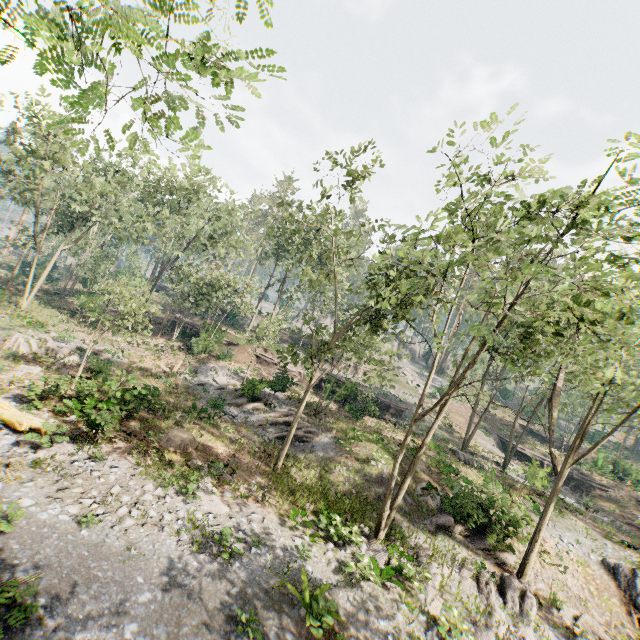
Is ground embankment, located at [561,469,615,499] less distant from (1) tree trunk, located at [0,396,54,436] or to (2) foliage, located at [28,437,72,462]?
(2) foliage, located at [28,437,72,462]

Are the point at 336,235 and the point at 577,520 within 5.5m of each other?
no

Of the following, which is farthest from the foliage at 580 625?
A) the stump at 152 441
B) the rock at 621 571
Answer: the stump at 152 441

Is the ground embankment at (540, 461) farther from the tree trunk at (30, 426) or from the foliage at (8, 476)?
the tree trunk at (30, 426)

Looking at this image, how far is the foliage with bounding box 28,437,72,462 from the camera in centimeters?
1186cm

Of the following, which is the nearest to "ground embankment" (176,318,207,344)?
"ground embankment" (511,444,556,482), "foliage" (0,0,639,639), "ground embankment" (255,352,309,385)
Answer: "foliage" (0,0,639,639)

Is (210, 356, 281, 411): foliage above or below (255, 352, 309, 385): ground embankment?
below

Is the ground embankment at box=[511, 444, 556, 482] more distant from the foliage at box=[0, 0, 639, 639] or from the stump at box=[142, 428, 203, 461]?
the stump at box=[142, 428, 203, 461]
